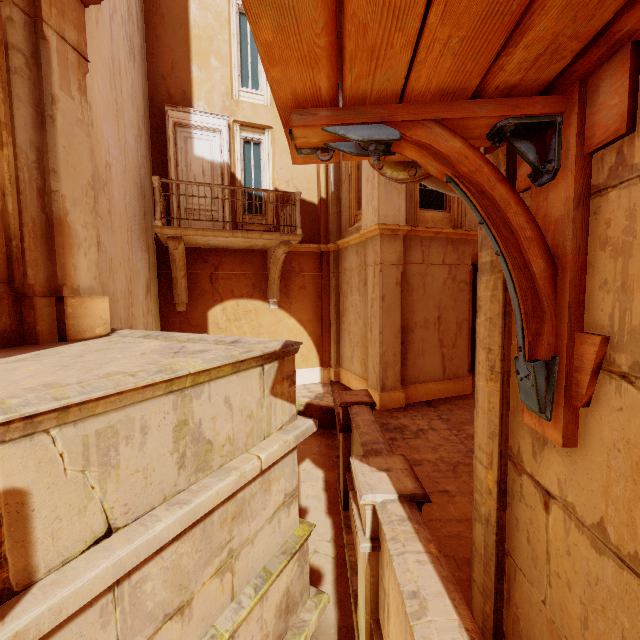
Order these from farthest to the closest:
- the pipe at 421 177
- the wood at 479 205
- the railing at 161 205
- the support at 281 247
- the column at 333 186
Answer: the column at 333 186 < the support at 281 247 < the railing at 161 205 < the pipe at 421 177 < the wood at 479 205

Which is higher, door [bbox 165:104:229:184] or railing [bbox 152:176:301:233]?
door [bbox 165:104:229:184]

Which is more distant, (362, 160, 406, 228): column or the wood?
(362, 160, 406, 228): column

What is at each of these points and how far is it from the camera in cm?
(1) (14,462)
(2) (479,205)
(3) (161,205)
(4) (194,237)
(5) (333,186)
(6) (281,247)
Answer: (1) building, 149
(2) wood, 146
(3) railing, 822
(4) balcony, 791
(5) column, 1026
(6) support, 862

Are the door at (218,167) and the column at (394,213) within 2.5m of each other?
no

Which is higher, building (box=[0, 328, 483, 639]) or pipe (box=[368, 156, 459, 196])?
pipe (box=[368, 156, 459, 196])

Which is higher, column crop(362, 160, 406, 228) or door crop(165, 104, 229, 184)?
door crop(165, 104, 229, 184)

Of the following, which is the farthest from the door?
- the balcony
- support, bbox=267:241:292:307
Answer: support, bbox=267:241:292:307
